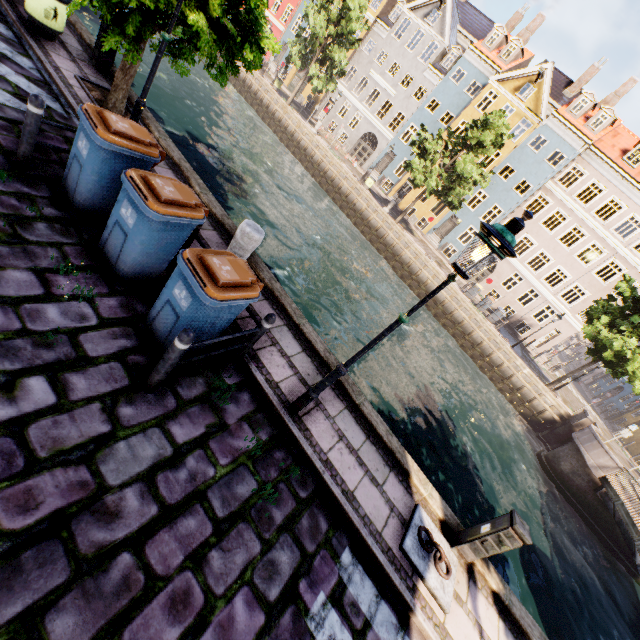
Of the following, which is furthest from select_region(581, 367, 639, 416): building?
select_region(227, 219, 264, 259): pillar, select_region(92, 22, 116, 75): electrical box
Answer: select_region(227, 219, 264, 259): pillar

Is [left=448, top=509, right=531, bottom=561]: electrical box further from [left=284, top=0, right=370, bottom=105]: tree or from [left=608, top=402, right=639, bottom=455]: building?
[left=608, top=402, right=639, bottom=455]: building

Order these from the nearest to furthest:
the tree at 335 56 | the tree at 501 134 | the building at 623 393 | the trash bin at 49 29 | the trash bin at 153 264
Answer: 1. the trash bin at 153 264
2. the trash bin at 49 29
3. the tree at 501 134
4. the tree at 335 56
5. the building at 623 393

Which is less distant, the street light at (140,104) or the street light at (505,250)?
the street light at (505,250)

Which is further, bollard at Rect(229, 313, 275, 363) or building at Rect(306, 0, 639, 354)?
building at Rect(306, 0, 639, 354)

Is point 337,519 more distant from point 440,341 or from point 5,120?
point 440,341

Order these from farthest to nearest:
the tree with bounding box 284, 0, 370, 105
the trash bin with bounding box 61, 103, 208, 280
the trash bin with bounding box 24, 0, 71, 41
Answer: the tree with bounding box 284, 0, 370, 105 → the trash bin with bounding box 24, 0, 71, 41 → the trash bin with bounding box 61, 103, 208, 280

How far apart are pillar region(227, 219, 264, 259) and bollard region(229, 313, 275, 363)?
1.71m
